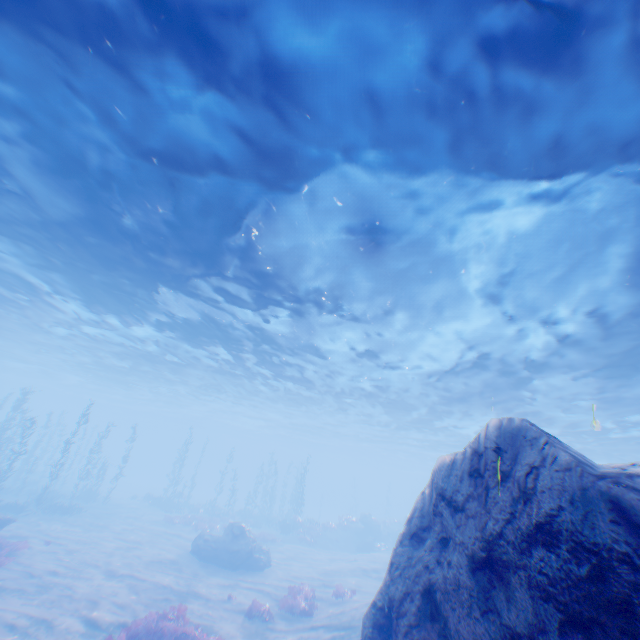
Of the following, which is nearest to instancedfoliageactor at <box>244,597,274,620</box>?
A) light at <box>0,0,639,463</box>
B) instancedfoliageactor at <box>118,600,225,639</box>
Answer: instancedfoliageactor at <box>118,600,225,639</box>

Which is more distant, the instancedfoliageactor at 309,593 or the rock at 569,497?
the instancedfoliageactor at 309,593

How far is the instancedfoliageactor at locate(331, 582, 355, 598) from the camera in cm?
1680

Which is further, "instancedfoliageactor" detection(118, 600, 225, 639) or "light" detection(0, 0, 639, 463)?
"instancedfoliageactor" detection(118, 600, 225, 639)

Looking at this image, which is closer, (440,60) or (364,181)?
(440,60)

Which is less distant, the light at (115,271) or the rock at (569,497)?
the rock at (569,497)

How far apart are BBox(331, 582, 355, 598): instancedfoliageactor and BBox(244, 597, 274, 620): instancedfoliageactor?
4.2m

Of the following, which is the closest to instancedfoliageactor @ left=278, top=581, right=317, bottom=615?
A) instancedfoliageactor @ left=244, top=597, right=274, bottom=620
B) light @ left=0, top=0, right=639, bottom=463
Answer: instancedfoliageactor @ left=244, top=597, right=274, bottom=620
